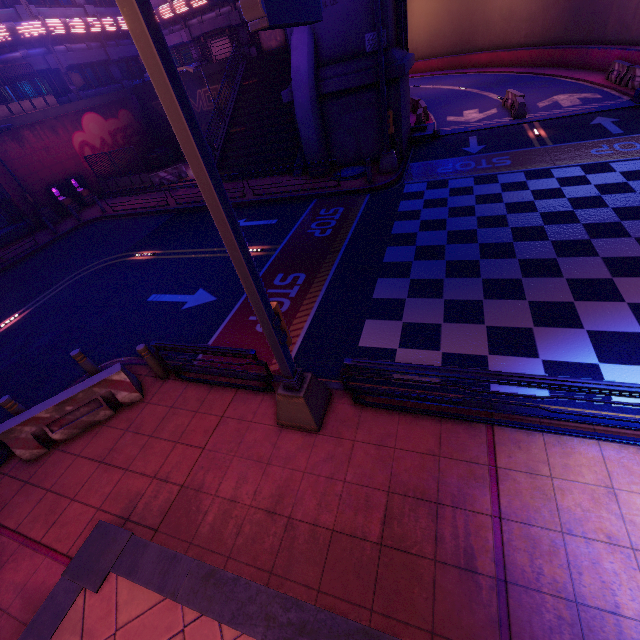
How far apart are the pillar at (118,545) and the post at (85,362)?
3.71m

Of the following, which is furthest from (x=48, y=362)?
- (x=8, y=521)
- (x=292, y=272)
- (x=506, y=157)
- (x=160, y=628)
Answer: (x=506, y=157)

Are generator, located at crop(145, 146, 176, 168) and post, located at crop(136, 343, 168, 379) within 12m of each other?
no

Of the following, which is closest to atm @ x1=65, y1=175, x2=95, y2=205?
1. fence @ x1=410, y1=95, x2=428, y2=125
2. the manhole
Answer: the manhole

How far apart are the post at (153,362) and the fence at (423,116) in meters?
22.9

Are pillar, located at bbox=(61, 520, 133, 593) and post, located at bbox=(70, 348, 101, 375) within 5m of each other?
yes

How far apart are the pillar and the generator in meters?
30.3

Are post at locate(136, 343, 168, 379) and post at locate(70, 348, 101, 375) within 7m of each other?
yes
